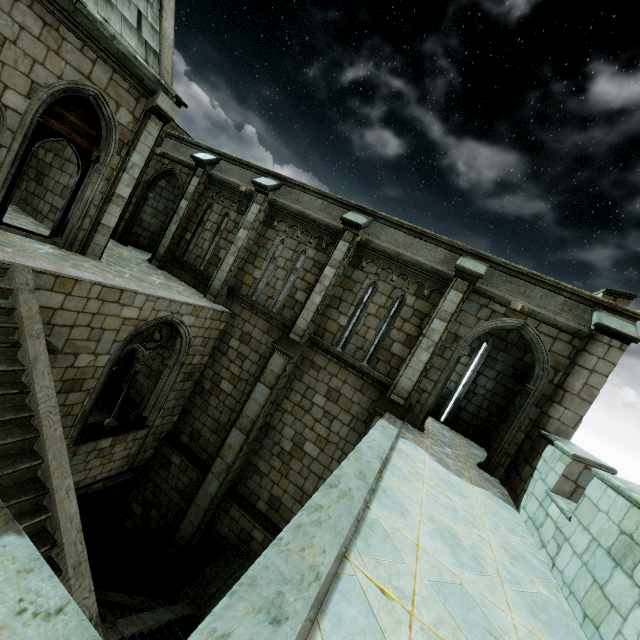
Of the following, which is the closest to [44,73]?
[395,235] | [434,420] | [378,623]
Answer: [395,235]
